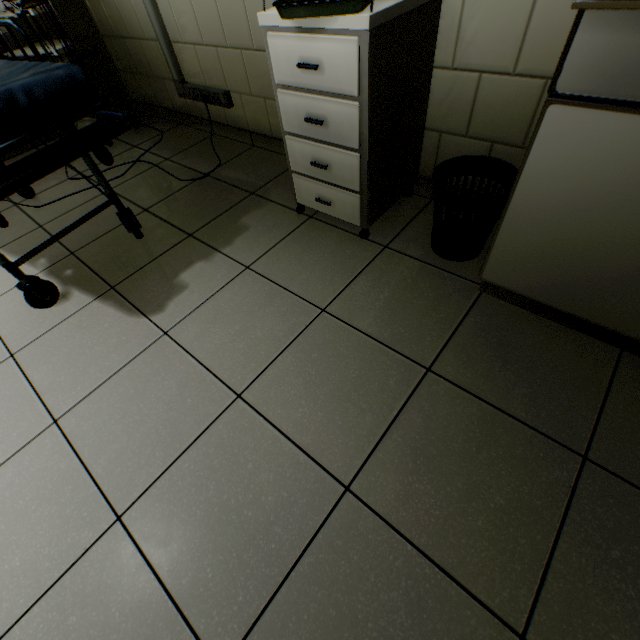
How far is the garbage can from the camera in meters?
1.2

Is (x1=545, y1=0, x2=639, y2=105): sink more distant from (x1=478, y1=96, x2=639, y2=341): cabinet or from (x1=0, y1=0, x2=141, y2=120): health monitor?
(x1=0, y1=0, x2=141, y2=120): health monitor

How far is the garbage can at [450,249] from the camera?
1.24m

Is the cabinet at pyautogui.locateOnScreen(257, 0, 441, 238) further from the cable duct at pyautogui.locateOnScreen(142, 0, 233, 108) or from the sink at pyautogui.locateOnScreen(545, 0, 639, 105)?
the cable duct at pyautogui.locateOnScreen(142, 0, 233, 108)

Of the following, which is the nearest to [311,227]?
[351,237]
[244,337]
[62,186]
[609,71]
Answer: [351,237]

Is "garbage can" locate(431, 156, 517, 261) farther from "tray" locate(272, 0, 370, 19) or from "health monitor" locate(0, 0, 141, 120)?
"health monitor" locate(0, 0, 141, 120)

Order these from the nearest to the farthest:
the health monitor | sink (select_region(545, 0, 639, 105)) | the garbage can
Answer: sink (select_region(545, 0, 639, 105)) → the garbage can → the health monitor

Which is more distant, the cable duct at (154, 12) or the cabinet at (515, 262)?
the cable duct at (154, 12)
